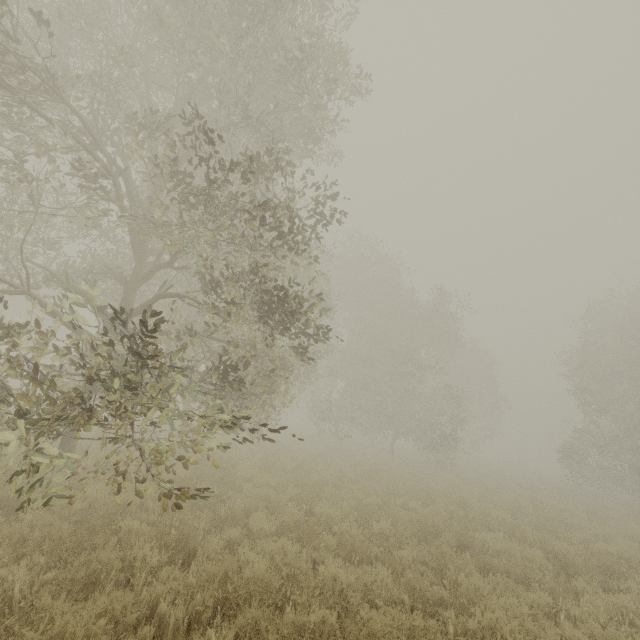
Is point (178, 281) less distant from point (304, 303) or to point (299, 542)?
point (304, 303)
